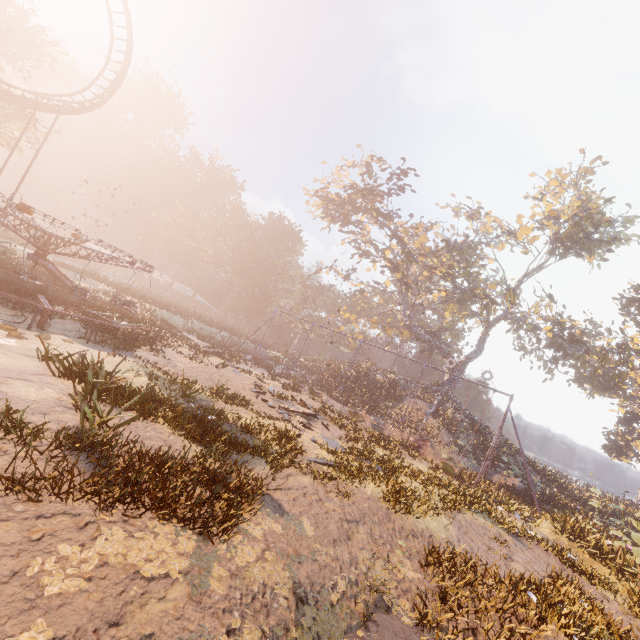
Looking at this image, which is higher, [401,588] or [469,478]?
[469,478]

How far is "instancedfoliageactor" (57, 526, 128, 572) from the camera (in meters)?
3.88

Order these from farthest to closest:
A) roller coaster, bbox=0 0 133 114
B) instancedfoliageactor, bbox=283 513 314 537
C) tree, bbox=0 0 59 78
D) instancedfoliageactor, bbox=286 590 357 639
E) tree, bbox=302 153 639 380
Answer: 1. tree, bbox=302 153 639 380
2. tree, bbox=0 0 59 78
3. roller coaster, bbox=0 0 133 114
4. instancedfoliageactor, bbox=283 513 314 537
5. instancedfoliageactor, bbox=286 590 357 639

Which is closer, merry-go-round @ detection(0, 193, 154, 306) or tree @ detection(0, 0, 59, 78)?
merry-go-round @ detection(0, 193, 154, 306)

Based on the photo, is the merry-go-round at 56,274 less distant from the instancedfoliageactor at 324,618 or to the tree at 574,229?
the instancedfoliageactor at 324,618

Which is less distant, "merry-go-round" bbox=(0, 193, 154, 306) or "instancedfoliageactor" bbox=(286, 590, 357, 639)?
"instancedfoliageactor" bbox=(286, 590, 357, 639)

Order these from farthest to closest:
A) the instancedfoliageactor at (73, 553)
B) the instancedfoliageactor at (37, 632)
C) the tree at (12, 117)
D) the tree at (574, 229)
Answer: the tree at (574, 229) < the tree at (12, 117) < the instancedfoliageactor at (73, 553) < the instancedfoliageactor at (37, 632)
